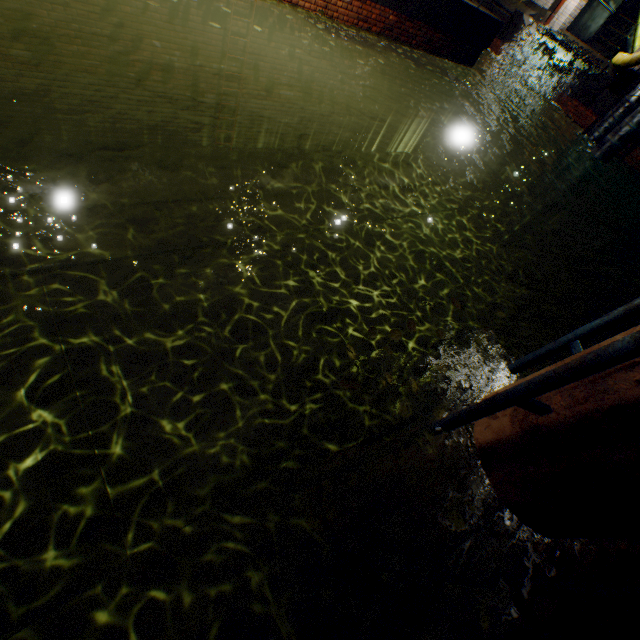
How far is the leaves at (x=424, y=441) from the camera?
2.13m

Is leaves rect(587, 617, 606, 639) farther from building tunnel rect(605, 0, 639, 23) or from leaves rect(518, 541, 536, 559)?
building tunnel rect(605, 0, 639, 23)

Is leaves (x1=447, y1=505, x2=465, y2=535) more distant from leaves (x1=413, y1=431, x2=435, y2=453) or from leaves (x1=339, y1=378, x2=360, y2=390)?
leaves (x1=339, y1=378, x2=360, y2=390)

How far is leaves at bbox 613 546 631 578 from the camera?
2.2 meters

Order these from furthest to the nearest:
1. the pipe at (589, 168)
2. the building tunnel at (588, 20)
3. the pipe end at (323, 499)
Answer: the building tunnel at (588, 20), the pipe at (589, 168), the pipe end at (323, 499)

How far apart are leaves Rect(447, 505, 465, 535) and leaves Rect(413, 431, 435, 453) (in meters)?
0.34

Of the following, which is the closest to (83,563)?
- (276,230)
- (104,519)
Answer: (104,519)

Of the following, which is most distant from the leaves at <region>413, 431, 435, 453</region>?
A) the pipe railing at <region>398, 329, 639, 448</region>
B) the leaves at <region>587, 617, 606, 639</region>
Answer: the leaves at <region>587, 617, 606, 639</region>
